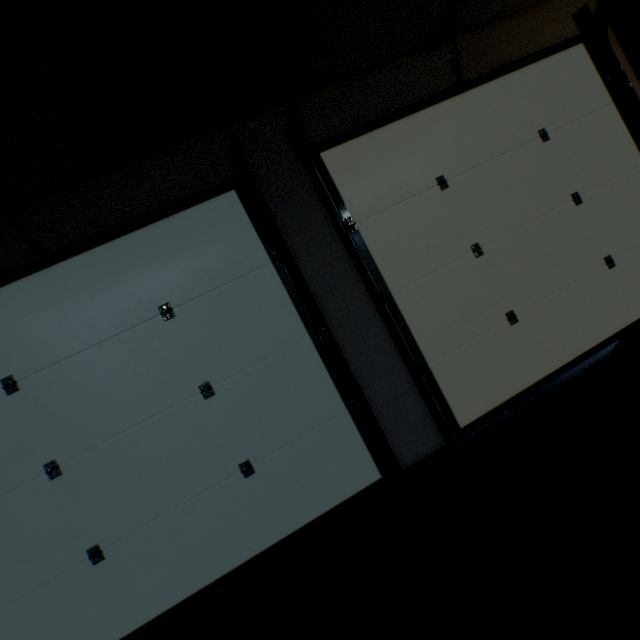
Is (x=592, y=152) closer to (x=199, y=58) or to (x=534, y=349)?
(x=534, y=349)
